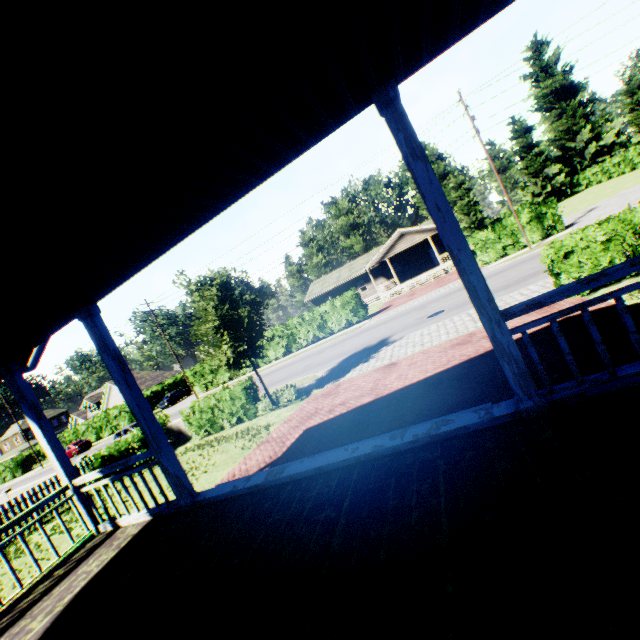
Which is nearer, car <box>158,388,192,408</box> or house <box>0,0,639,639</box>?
house <box>0,0,639,639</box>

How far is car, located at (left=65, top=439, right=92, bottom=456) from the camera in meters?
39.2 m

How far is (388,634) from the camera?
1.9m

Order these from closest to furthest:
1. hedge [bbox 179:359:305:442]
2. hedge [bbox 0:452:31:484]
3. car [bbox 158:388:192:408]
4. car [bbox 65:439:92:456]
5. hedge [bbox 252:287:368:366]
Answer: hedge [bbox 179:359:305:442] < hedge [bbox 252:287:368:366] < car [bbox 65:439:92:456] < car [bbox 158:388:192:408] < hedge [bbox 0:452:31:484]

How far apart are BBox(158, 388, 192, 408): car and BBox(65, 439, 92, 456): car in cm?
904

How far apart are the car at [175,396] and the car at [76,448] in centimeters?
904cm

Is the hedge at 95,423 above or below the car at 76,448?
above

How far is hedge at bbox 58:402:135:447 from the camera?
41.66m
